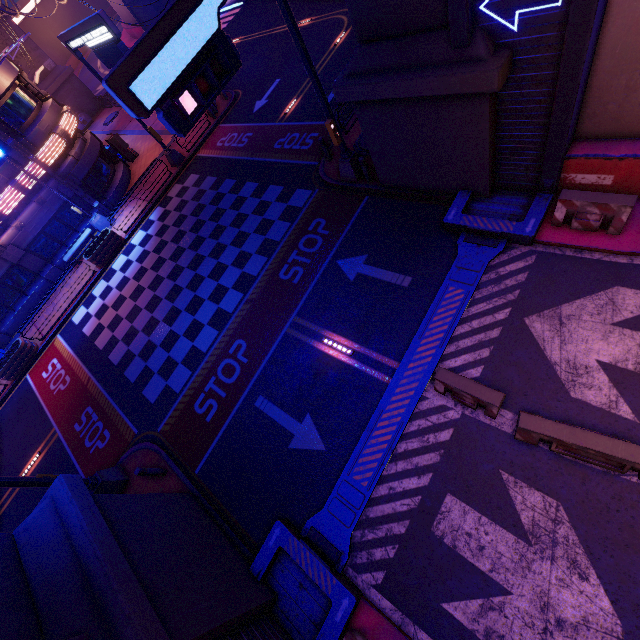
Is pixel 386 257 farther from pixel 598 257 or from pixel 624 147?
pixel 624 147

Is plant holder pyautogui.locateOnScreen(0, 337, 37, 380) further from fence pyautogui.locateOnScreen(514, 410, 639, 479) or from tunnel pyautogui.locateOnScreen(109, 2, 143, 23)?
tunnel pyautogui.locateOnScreen(109, 2, 143, 23)

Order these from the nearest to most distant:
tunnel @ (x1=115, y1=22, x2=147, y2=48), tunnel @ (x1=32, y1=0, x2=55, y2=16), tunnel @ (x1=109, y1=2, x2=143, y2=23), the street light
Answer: the street light
tunnel @ (x1=109, y1=2, x2=143, y2=23)
tunnel @ (x1=115, y1=22, x2=147, y2=48)
tunnel @ (x1=32, y1=0, x2=55, y2=16)

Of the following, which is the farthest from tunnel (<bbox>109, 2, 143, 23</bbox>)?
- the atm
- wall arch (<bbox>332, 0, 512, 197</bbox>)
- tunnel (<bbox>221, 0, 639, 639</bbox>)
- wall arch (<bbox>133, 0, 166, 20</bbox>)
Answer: tunnel (<bbox>221, 0, 639, 639</bbox>)

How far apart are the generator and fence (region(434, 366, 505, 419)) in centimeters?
4378cm

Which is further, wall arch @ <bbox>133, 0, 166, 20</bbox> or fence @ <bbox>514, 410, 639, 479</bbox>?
wall arch @ <bbox>133, 0, 166, 20</bbox>

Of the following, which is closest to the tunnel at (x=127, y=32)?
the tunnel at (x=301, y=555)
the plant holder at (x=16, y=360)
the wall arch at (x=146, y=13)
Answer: the wall arch at (x=146, y=13)

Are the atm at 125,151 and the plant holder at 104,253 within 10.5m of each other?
yes
